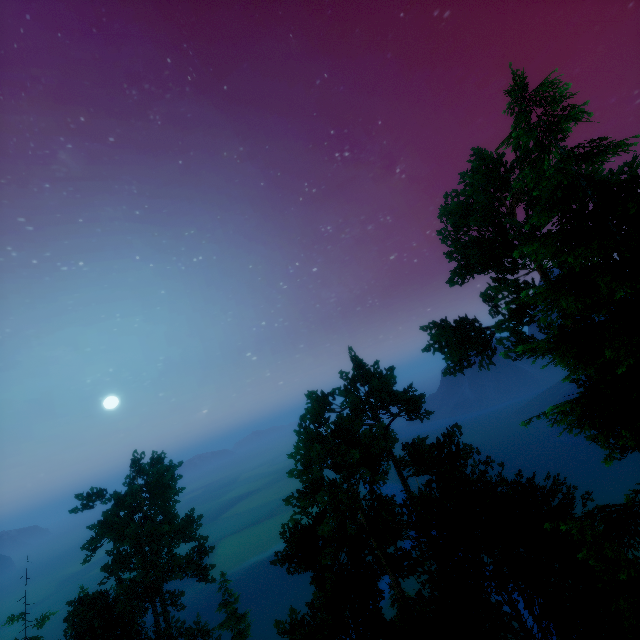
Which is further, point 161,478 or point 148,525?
point 161,478

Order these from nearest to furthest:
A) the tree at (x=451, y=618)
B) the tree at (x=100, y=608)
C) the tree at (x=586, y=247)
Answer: the tree at (x=586, y=247), the tree at (x=451, y=618), the tree at (x=100, y=608)

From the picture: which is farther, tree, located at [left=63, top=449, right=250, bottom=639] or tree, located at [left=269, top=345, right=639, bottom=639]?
tree, located at [left=63, top=449, right=250, bottom=639]

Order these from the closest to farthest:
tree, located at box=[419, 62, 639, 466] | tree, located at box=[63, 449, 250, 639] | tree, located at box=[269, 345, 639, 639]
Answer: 1. tree, located at box=[419, 62, 639, 466]
2. tree, located at box=[269, 345, 639, 639]
3. tree, located at box=[63, 449, 250, 639]

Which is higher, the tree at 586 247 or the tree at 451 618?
the tree at 586 247

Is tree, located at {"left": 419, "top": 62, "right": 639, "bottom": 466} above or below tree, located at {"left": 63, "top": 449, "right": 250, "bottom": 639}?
above
